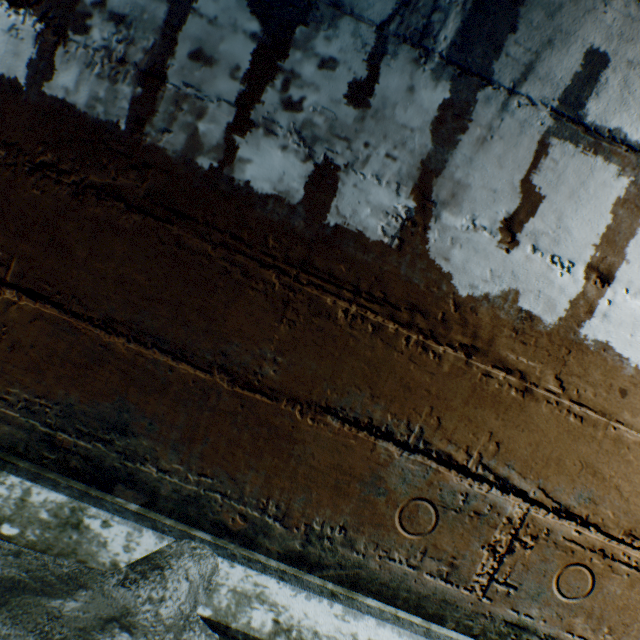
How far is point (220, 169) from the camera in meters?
0.8
